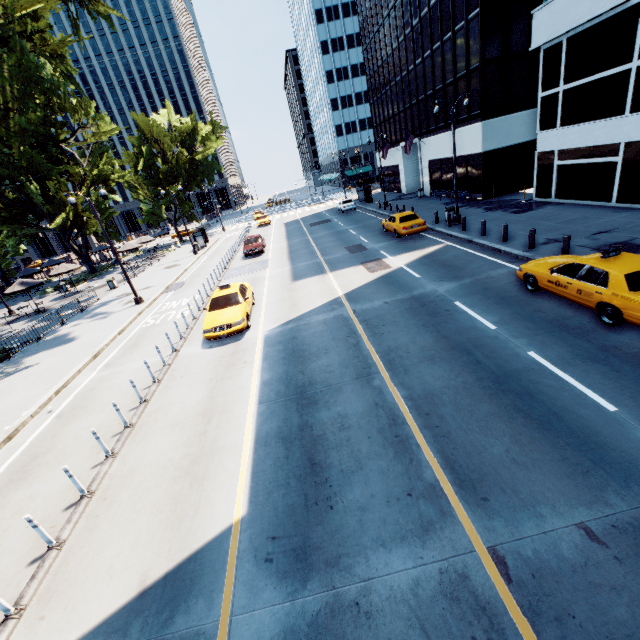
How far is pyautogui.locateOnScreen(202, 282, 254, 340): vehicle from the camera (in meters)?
13.08

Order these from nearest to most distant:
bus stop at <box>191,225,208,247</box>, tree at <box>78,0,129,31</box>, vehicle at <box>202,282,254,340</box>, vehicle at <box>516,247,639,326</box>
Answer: vehicle at <box>516,247,639,326</box> → vehicle at <box>202,282,254,340</box> → tree at <box>78,0,129,31</box> → bus stop at <box>191,225,208,247</box>

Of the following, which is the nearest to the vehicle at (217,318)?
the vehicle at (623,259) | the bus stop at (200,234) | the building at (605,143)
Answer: the vehicle at (623,259)

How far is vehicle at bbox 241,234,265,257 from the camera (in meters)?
27.94

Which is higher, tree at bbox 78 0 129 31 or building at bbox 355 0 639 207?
tree at bbox 78 0 129 31

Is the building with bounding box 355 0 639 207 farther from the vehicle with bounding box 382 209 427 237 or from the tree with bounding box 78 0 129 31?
the tree with bounding box 78 0 129 31

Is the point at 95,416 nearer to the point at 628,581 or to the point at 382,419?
the point at 382,419

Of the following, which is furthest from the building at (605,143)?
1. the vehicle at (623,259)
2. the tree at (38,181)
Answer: the tree at (38,181)
